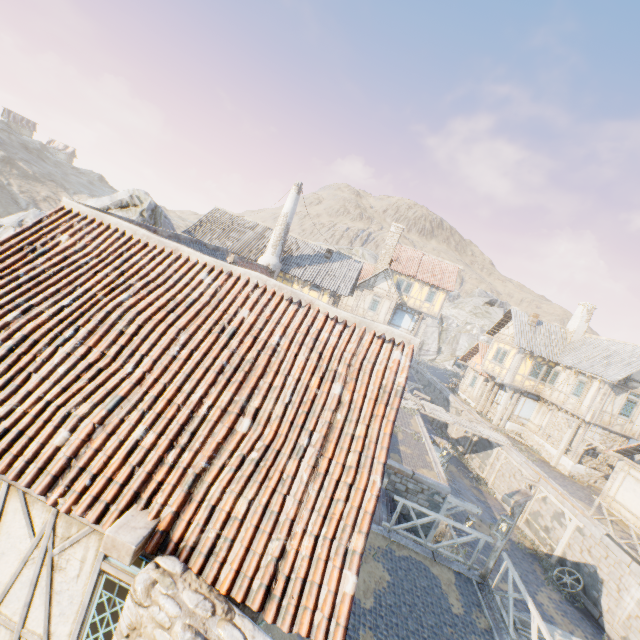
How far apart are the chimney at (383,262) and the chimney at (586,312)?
16.88m

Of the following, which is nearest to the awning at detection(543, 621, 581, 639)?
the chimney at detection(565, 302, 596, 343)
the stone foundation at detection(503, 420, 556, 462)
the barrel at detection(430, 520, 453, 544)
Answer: the barrel at detection(430, 520, 453, 544)

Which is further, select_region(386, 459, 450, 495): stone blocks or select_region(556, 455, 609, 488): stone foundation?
select_region(556, 455, 609, 488): stone foundation

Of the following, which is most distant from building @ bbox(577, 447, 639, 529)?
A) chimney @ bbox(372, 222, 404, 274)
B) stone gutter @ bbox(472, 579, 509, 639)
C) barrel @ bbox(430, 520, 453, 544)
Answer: chimney @ bbox(372, 222, 404, 274)

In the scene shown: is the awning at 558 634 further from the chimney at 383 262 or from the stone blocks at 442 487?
the chimney at 383 262

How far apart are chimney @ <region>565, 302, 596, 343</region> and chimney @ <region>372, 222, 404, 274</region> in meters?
16.9

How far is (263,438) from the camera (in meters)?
4.48

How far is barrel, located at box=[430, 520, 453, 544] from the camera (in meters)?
14.76
